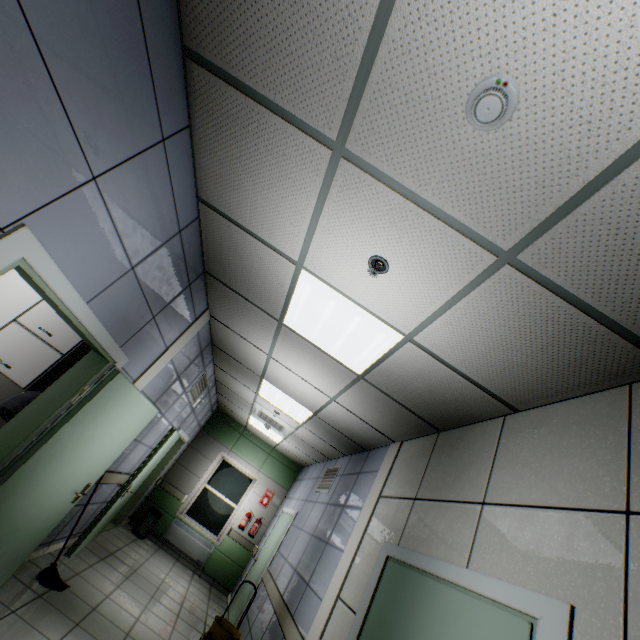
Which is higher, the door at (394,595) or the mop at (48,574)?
the door at (394,595)

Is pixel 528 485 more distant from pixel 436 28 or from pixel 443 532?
pixel 436 28

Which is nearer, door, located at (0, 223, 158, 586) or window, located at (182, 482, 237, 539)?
door, located at (0, 223, 158, 586)

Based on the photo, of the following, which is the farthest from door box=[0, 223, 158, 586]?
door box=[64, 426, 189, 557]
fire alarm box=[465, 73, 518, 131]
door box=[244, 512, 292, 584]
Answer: door box=[244, 512, 292, 584]

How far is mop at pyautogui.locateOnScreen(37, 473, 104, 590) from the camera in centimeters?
363cm

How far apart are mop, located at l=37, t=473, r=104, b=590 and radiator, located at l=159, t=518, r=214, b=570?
4.4 meters

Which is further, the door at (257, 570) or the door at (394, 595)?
the door at (257, 570)

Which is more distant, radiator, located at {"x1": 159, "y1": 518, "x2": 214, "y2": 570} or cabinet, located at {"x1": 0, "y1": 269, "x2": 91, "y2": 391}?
radiator, located at {"x1": 159, "y1": 518, "x2": 214, "y2": 570}
